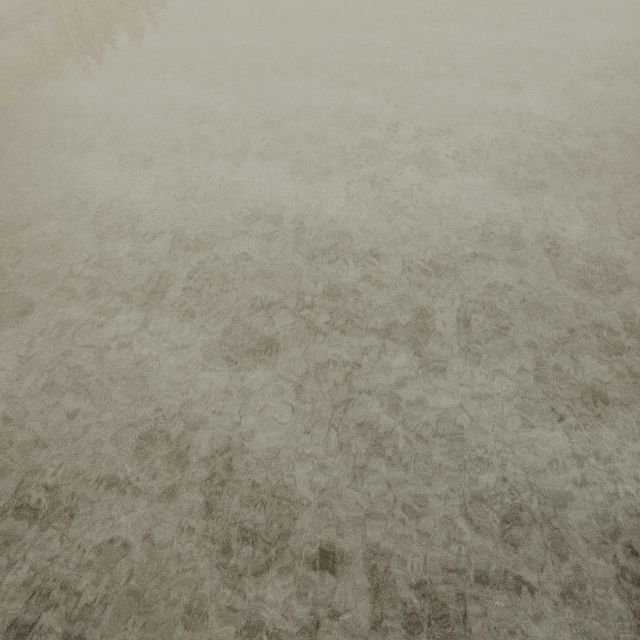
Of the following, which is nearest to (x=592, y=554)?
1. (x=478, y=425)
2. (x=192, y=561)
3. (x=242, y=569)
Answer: (x=478, y=425)
